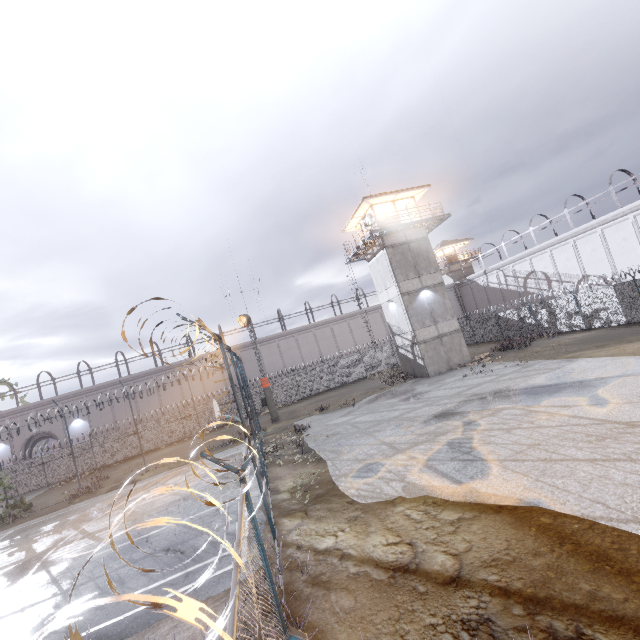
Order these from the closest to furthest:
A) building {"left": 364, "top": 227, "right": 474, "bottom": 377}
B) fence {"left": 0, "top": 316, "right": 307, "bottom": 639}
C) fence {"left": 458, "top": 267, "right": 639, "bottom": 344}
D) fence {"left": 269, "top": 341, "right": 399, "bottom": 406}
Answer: fence {"left": 0, "top": 316, "right": 307, "bottom": 639} → fence {"left": 458, "top": 267, "right": 639, "bottom": 344} → building {"left": 364, "top": 227, "right": 474, "bottom": 377} → fence {"left": 269, "top": 341, "right": 399, "bottom": 406}

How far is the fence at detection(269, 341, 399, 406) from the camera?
34.25m

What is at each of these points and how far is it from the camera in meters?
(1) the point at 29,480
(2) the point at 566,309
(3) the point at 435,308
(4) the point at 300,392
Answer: (1) fence, 28.5
(2) fence, 24.9
(3) building, 25.6
(4) fence, 34.6

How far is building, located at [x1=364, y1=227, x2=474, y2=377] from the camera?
25.1 meters

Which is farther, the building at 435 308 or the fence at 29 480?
the building at 435 308

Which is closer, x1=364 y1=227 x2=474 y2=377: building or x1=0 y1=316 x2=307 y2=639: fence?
x1=0 y1=316 x2=307 y2=639: fence

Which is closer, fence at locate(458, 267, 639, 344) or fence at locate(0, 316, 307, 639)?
fence at locate(0, 316, 307, 639)
